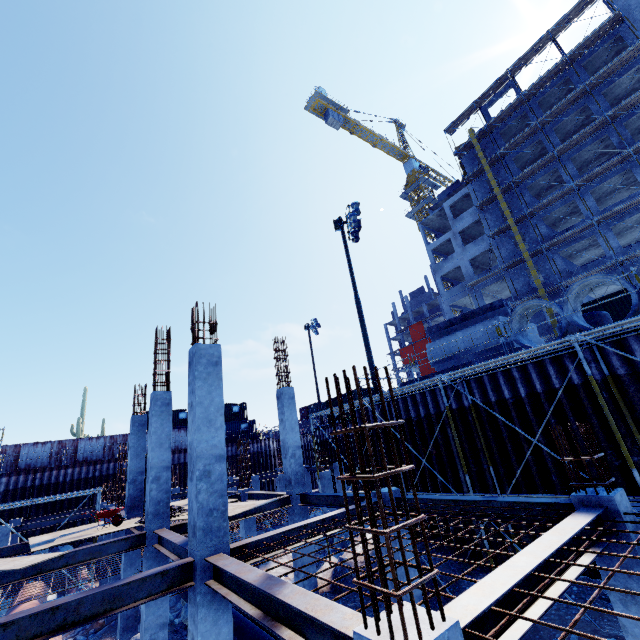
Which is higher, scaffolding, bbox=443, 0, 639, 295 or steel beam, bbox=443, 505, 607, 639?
scaffolding, bbox=443, 0, 639, 295

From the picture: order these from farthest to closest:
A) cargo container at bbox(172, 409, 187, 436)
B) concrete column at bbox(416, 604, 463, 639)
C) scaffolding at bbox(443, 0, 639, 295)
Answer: cargo container at bbox(172, 409, 187, 436), scaffolding at bbox(443, 0, 639, 295), concrete column at bbox(416, 604, 463, 639)

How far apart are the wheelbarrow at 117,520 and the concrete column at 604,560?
12.78m

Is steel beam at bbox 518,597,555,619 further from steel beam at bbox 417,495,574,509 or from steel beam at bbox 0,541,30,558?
steel beam at bbox 0,541,30,558

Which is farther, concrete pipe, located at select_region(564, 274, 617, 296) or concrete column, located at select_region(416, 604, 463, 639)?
concrete pipe, located at select_region(564, 274, 617, 296)

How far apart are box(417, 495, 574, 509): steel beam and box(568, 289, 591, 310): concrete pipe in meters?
5.6 m

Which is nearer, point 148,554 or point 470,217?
point 148,554

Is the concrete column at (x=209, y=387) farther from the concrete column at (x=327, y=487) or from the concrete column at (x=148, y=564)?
the concrete column at (x=327, y=487)
